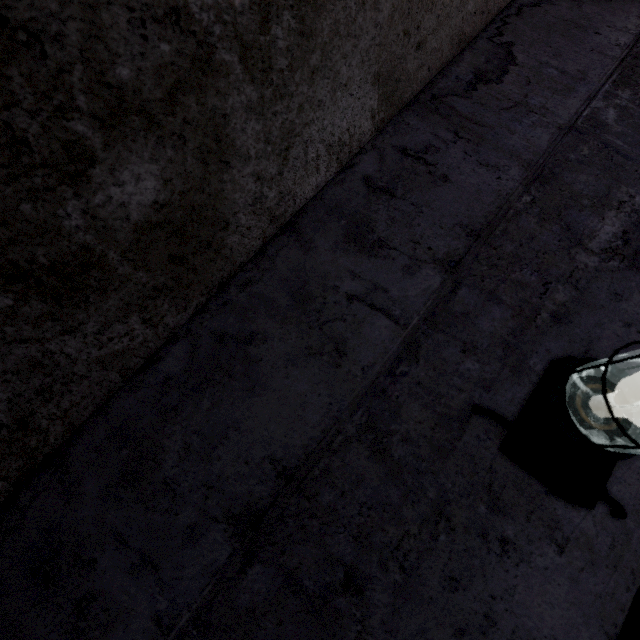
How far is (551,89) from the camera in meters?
1.1
